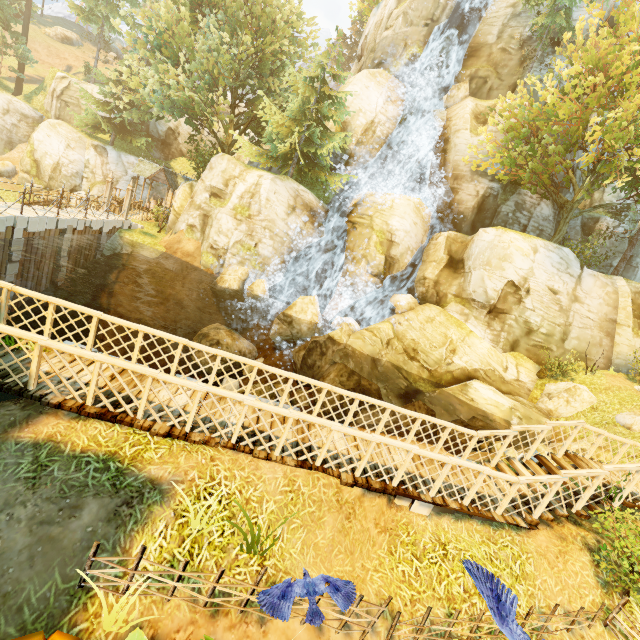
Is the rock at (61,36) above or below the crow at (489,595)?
above

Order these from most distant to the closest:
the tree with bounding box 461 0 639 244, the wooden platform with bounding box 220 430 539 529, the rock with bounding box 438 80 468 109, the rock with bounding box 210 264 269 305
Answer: the rock with bounding box 438 80 468 109, the rock with bounding box 210 264 269 305, the tree with bounding box 461 0 639 244, the wooden platform with bounding box 220 430 539 529

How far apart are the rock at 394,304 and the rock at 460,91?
15.2m

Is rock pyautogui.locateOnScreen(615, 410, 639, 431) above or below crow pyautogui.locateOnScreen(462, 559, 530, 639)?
above

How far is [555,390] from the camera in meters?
16.9 m

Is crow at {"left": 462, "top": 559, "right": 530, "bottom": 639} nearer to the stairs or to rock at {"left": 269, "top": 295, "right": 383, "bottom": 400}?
the stairs

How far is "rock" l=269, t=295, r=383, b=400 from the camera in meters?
16.4 m

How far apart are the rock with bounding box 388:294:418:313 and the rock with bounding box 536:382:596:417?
8.1m
